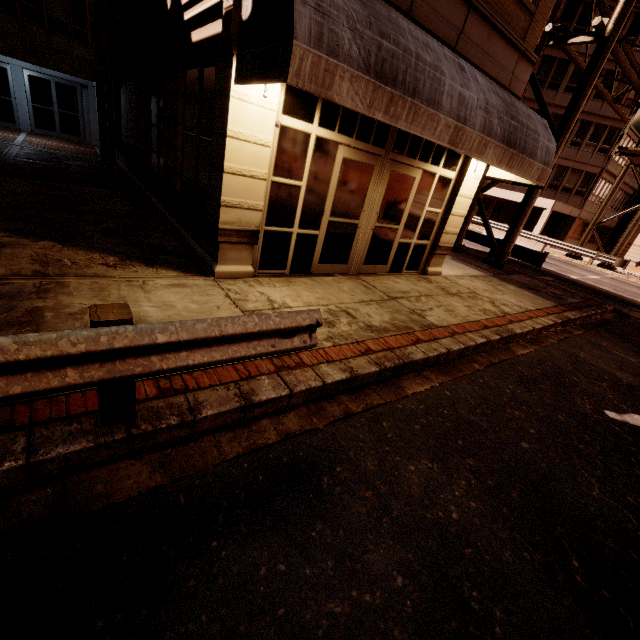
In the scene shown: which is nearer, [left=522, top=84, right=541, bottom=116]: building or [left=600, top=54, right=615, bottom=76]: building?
[left=600, top=54, right=615, bottom=76]: building

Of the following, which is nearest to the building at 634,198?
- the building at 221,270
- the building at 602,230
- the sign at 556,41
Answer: the building at 602,230

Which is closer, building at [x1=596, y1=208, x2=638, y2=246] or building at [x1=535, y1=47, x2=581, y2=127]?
building at [x1=535, y1=47, x2=581, y2=127]

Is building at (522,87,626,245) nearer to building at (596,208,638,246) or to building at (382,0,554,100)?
building at (596,208,638,246)

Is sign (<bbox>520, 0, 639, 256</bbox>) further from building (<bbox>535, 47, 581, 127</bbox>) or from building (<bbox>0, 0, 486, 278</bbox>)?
building (<bbox>0, 0, 486, 278</bbox>)

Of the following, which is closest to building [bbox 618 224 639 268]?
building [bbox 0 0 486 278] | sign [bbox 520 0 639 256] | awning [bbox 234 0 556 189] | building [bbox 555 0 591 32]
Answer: building [bbox 555 0 591 32]

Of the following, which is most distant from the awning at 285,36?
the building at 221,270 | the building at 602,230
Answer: the building at 602,230

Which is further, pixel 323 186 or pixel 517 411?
pixel 323 186
